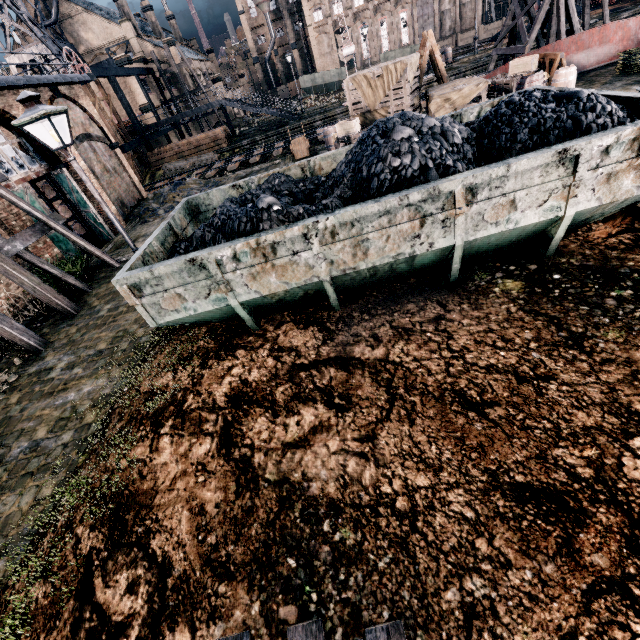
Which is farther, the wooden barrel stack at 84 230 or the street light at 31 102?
the wooden barrel stack at 84 230

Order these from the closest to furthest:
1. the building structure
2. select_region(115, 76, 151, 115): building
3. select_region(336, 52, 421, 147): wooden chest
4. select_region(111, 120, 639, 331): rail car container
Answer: select_region(111, 120, 639, 331): rail car container, select_region(336, 52, 421, 147): wooden chest, the building structure, select_region(115, 76, 151, 115): building

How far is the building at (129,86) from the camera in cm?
3681

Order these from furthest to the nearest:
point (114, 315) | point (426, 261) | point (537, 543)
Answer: point (114, 315) < point (426, 261) < point (537, 543)

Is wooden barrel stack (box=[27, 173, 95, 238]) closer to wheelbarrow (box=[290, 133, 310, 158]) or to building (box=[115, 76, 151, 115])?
building (box=[115, 76, 151, 115])

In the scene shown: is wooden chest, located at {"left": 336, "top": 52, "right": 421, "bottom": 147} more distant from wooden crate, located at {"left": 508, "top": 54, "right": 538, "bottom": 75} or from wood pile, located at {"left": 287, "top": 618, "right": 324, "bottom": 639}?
wood pile, located at {"left": 287, "top": 618, "right": 324, "bottom": 639}

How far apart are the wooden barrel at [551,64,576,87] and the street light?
19.3 meters

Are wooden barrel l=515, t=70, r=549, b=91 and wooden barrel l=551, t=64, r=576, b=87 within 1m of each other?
yes
